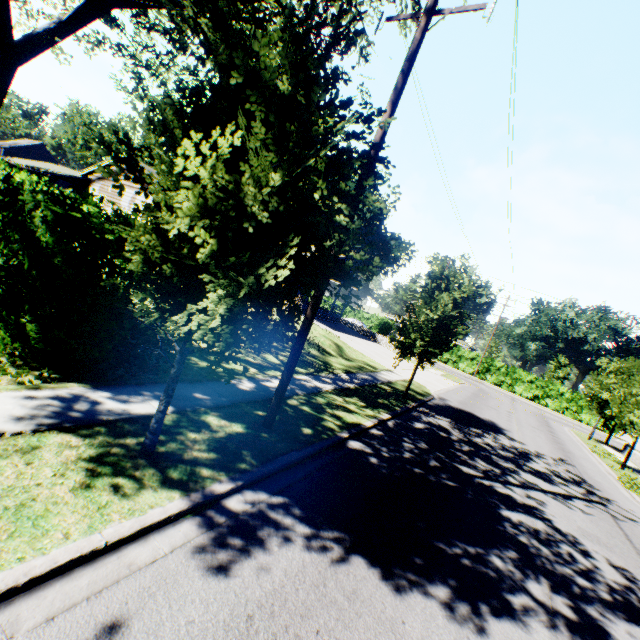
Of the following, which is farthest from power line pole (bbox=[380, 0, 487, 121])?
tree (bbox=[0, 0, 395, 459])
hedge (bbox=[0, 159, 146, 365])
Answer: hedge (bbox=[0, 159, 146, 365])

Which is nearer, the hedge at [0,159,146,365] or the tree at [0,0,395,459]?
the tree at [0,0,395,459]

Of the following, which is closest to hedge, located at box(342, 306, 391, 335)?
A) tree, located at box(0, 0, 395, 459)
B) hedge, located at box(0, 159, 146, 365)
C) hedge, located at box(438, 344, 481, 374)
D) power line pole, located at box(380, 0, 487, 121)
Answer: hedge, located at box(438, 344, 481, 374)

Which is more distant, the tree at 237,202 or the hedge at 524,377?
the hedge at 524,377

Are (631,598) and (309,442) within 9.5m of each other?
yes

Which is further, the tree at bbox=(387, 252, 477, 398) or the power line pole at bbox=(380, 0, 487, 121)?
the tree at bbox=(387, 252, 477, 398)

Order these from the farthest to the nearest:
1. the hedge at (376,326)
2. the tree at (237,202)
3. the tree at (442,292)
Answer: the hedge at (376,326) < the tree at (442,292) < the tree at (237,202)

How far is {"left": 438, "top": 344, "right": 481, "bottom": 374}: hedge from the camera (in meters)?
45.56
